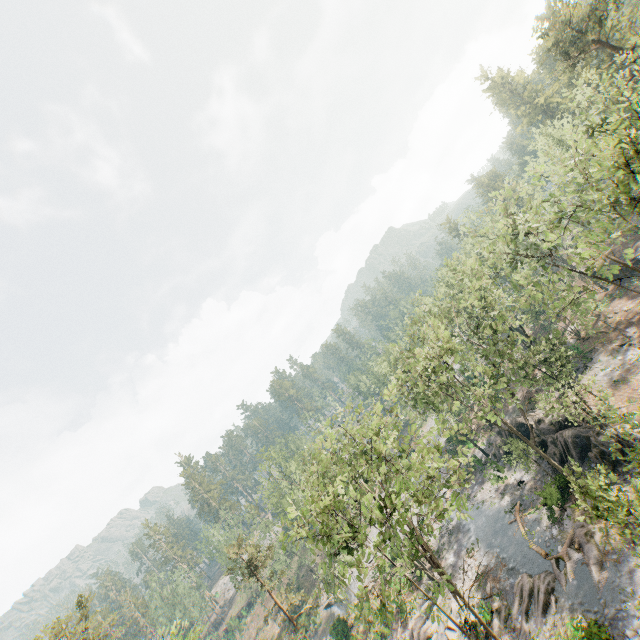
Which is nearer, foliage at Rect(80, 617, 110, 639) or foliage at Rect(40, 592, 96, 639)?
foliage at Rect(40, 592, 96, 639)

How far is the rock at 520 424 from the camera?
36.0m

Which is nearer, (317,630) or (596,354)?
(596,354)

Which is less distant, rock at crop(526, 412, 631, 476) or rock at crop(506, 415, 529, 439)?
rock at crop(526, 412, 631, 476)

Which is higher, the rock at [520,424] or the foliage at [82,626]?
the foliage at [82,626]

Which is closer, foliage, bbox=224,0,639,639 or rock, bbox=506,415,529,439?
foliage, bbox=224,0,639,639

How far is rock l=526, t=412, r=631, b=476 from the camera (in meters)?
25.02
